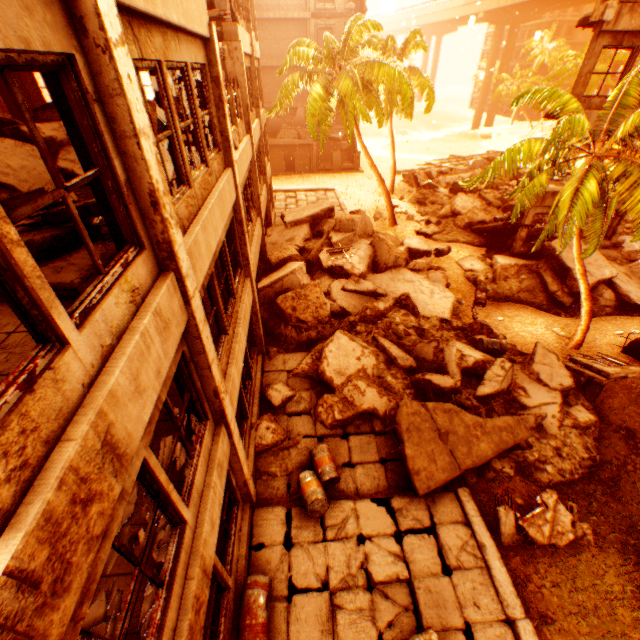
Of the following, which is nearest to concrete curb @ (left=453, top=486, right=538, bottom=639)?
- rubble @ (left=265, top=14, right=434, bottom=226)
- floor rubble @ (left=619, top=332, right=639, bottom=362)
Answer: rubble @ (left=265, top=14, right=434, bottom=226)

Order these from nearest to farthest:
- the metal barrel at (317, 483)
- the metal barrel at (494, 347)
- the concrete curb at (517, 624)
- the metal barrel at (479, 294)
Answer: the concrete curb at (517, 624), the metal barrel at (317, 483), the metal barrel at (494, 347), the metal barrel at (479, 294)

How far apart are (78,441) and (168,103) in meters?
4.4

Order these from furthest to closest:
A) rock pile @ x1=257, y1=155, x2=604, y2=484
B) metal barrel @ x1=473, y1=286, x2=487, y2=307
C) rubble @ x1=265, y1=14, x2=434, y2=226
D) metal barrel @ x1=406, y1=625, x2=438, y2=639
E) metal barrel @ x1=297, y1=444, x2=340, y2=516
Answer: rubble @ x1=265, y1=14, x2=434, y2=226
metal barrel @ x1=473, y1=286, x2=487, y2=307
rock pile @ x1=257, y1=155, x2=604, y2=484
metal barrel @ x1=297, y1=444, x2=340, y2=516
metal barrel @ x1=406, y1=625, x2=438, y2=639

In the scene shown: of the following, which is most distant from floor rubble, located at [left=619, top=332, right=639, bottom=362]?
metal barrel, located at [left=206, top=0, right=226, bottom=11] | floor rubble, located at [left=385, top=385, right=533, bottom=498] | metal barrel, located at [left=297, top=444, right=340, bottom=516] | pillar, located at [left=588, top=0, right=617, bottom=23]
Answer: metal barrel, located at [left=206, top=0, right=226, bottom=11]

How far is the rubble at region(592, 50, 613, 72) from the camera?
37.44m

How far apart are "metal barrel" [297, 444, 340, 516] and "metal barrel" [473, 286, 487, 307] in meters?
10.5 m

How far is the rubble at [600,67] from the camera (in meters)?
37.44
